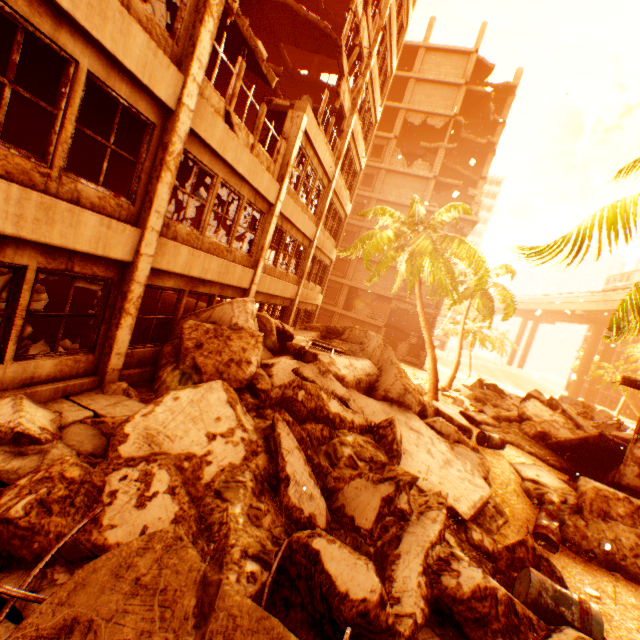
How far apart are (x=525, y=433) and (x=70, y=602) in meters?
15.9

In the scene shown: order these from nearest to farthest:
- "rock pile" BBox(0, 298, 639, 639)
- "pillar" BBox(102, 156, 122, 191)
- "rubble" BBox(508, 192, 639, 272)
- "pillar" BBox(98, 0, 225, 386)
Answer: "rock pile" BBox(0, 298, 639, 639) → "rubble" BBox(508, 192, 639, 272) → "pillar" BBox(98, 0, 225, 386) → "pillar" BBox(102, 156, 122, 191)

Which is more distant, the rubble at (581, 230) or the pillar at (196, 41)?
the pillar at (196, 41)

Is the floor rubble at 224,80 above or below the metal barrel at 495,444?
above

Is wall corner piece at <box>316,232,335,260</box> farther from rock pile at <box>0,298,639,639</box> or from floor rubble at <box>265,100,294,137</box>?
rock pile at <box>0,298,639,639</box>

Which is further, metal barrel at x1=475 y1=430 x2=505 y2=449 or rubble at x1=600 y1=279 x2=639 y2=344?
metal barrel at x1=475 y1=430 x2=505 y2=449

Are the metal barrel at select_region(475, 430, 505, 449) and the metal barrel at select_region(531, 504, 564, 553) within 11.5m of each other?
yes

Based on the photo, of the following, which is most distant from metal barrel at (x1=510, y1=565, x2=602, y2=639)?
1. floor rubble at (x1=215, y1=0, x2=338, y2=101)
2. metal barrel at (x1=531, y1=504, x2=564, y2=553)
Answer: floor rubble at (x1=215, y1=0, x2=338, y2=101)
